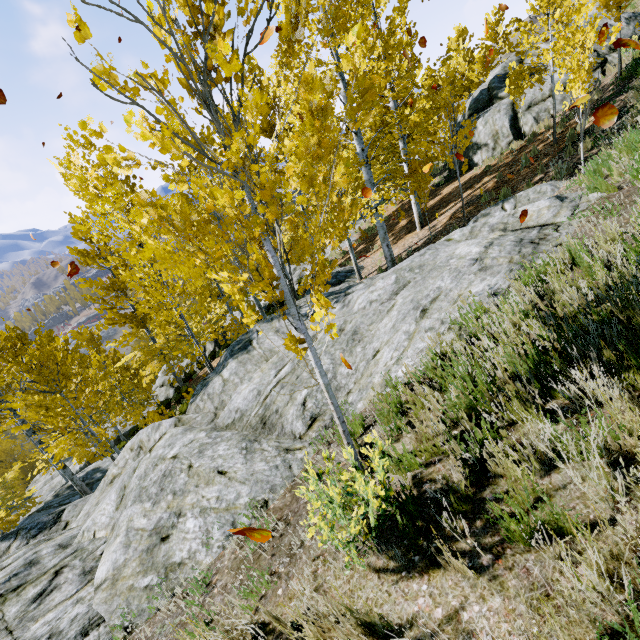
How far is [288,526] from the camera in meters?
3.3

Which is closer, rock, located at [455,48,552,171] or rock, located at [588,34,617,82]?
rock, located at [588,34,617,82]

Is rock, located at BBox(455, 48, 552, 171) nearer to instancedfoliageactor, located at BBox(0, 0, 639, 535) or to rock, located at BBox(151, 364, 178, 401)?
instancedfoliageactor, located at BBox(0, 0, 639, 535)

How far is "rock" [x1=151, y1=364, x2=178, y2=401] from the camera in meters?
25.6

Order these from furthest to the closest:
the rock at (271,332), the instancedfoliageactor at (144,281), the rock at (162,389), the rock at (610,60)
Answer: the rock at (162,389) < the rock at (610,60) < the rock at (271,332) < the instancedfoliageactor at (144,281)

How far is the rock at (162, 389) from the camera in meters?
25.6 m

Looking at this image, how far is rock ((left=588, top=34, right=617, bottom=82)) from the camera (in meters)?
14.01

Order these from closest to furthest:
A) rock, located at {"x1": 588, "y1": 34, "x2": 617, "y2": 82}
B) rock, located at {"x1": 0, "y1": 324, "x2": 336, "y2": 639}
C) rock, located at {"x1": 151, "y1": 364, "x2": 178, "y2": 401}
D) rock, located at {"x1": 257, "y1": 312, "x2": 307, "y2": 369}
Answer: rock, located at {"x1": 0, "y1": 324, "x2": 336, "y2": 639} → rock, located at {"x1": 257, "y1": 312, "x2": 307, "y2": 369} → rock, located at {"x1": 588, "y1": 34, "x2": 617, "y2": 82} → rock, located at {"x1": 151, "y1": 364, "x2": 178, "y2": 401}
